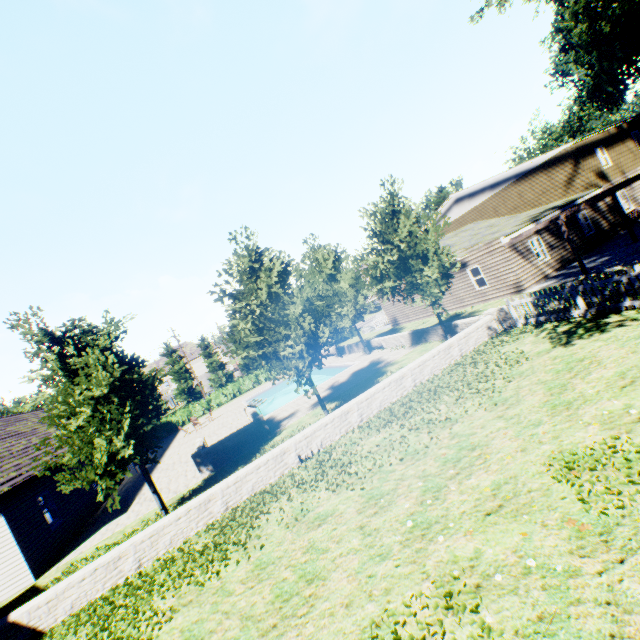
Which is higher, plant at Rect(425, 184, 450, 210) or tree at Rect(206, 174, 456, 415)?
plant at Rect(425, 184, 450, 210)

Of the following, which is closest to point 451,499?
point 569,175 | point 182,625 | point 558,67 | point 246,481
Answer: A: point 182,625

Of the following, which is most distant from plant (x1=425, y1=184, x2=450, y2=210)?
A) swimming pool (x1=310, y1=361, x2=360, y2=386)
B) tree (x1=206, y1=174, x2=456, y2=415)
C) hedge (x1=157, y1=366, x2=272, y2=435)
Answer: hedge (x1=157, y1=366, x2=272, y2=435)

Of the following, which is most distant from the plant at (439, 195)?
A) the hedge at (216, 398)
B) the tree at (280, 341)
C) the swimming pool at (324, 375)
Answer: the hedge at (216, 398)

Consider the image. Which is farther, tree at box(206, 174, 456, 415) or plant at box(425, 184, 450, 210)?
plant at box(425, 184, 450, 210)

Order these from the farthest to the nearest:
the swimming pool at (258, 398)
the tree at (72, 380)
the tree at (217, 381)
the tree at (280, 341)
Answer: the tree at (217, 381) → the swimming pool at (258, 398) → the tree at (280, 341) → the tree at (72, 380)

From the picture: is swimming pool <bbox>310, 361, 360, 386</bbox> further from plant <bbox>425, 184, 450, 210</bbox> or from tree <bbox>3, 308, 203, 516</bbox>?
plant <bbox>425, 184, 450, 210</bbox>

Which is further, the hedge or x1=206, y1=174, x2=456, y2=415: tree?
the hedge
